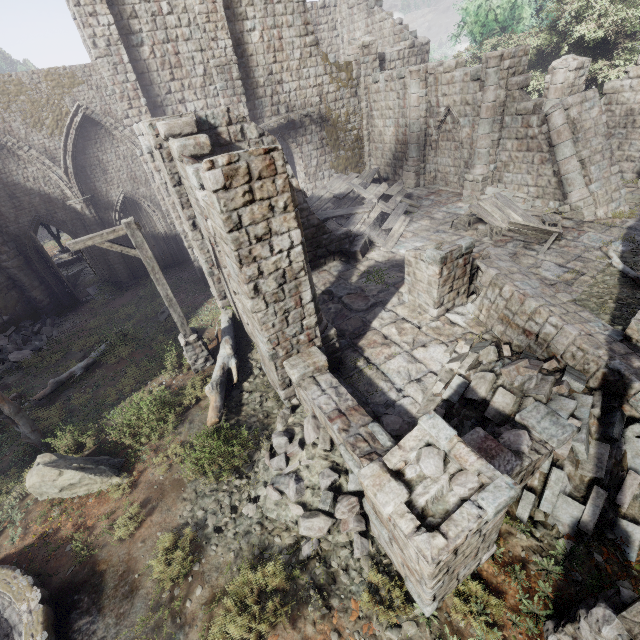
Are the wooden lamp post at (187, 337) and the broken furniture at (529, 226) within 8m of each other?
no

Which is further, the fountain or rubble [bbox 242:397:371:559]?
rubble [bbox 242:397:371:559]

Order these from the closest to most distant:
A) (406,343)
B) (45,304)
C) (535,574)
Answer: (535,574) < (406,343) < (45,304)

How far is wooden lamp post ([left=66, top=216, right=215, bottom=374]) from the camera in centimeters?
746cm

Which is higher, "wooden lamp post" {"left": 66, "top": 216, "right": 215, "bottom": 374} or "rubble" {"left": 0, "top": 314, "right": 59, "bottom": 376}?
"wooden lamp post" {"left": 66, "top": 216, "right": 215, "bottom": 374}

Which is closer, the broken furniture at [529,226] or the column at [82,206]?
the broken furniture at [529,226]

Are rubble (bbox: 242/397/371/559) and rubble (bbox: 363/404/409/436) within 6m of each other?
yes

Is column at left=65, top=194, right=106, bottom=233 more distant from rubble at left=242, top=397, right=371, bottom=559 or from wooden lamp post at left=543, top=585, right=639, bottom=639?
wooden lamp post at left=543, top=585, right=639, bottom=639
